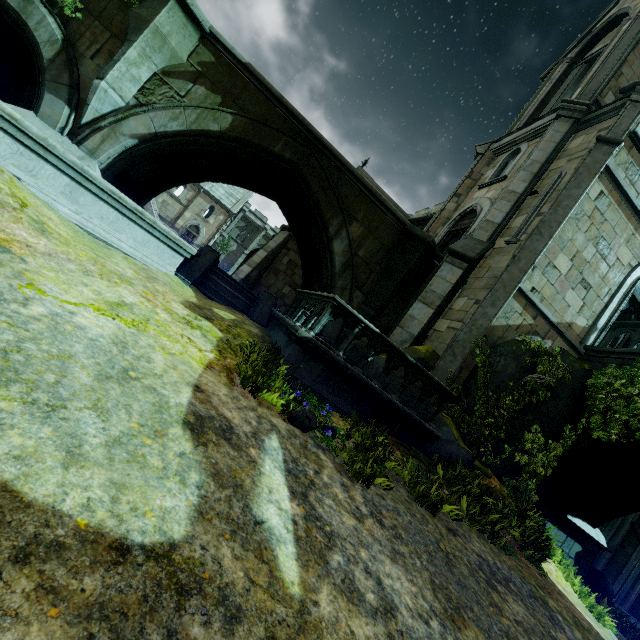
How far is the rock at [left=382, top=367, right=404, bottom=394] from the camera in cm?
744

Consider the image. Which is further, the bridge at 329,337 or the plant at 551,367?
the bridge at 329,337

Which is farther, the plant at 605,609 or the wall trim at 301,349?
the wall trim at 301,349

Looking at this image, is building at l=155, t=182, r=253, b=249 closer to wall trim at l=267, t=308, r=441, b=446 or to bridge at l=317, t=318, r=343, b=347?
bridge at l=317, t=318, r=343, b=347

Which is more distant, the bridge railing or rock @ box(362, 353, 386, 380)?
the bridge railing

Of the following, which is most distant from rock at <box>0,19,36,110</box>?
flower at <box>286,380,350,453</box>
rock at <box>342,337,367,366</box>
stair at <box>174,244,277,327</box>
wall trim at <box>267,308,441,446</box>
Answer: rock at <box>342,337,367,366</box>

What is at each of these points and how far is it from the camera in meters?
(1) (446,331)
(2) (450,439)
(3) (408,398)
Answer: (1) building, 10.7
(2) rock, 7.3
(3) rock, 7.4

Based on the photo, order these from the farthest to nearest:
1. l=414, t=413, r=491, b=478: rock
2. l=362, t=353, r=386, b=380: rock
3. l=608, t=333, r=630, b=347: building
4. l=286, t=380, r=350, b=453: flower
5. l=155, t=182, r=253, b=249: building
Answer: l=155, t=182, r=253, b=249: building → l=608, t=333, r=630, b=347: building → l=362, t=353, r=386, b=380: rock → l=414, t=413, r=491, b=478: rock → l=286, t=380, r=350, b=453: flower
